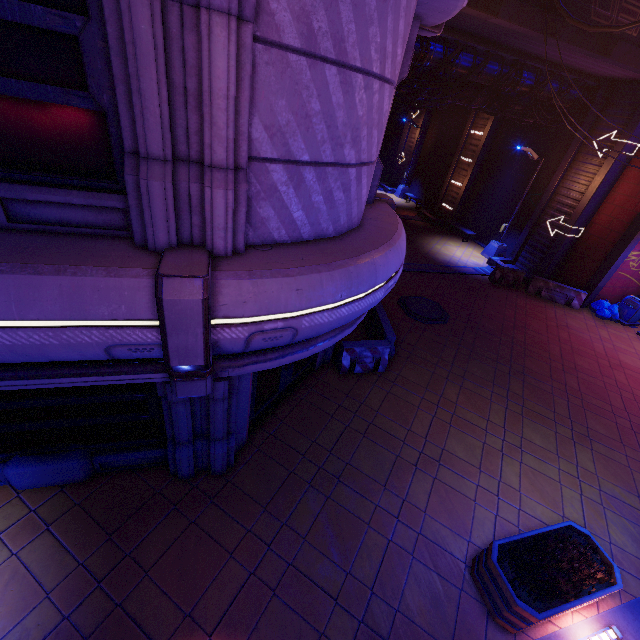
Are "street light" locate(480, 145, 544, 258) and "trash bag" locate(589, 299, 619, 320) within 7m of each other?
yes

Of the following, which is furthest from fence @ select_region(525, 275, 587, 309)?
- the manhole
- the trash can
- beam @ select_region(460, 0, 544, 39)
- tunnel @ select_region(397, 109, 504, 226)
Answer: tunnel @ select_region(397, 109, 504, 226)

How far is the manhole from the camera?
12.6 meters

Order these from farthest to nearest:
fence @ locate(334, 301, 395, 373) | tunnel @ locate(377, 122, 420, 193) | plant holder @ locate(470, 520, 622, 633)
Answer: tunnel @ locate(377, 122, 420, 193), fence @ locate(334, 301, 395, 373), plant holder @ locate(470, 520, 622, 633)

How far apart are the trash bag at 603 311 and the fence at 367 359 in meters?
11.9 m

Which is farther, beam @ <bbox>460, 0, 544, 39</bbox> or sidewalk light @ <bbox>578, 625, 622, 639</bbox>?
beam @ <bbox>460, 0, 544, 39</bbox>

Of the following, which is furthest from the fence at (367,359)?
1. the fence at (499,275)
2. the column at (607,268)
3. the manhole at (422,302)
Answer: the column at (607,268)

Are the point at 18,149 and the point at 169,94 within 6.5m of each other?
yes
